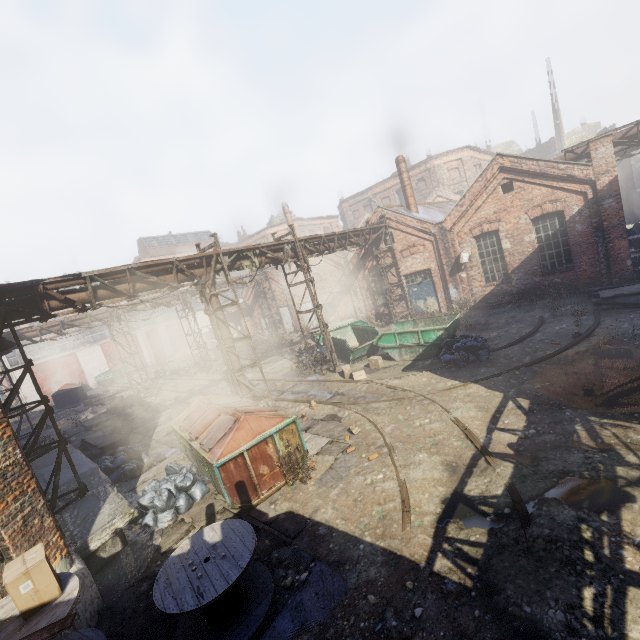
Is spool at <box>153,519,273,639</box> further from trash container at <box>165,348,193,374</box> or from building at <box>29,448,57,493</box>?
trash container at <box>165,348,193,374</box>

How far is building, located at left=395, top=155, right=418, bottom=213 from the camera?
20.7 meters

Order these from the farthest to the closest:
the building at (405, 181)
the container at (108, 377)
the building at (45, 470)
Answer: the container at (108, 377) < the building at (405, 181) < the building at (45, 470)

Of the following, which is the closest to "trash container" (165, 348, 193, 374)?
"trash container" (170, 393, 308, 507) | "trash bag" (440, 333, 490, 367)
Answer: "trash container" (170, 393, 308, 507)

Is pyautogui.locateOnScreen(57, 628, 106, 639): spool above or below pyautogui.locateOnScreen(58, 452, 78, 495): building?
above

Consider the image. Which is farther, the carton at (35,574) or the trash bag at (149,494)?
the trash bag at (149,494)

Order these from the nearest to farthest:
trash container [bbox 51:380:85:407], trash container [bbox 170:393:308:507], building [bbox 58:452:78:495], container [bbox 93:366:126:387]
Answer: trash container [bbox 170:393:308:507]
building [bbox 58:452:78:495]
trash container [bbox 51:380:85:407]
container [bbox 93:366:126:387]

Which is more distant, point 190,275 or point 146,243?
point 146,243
